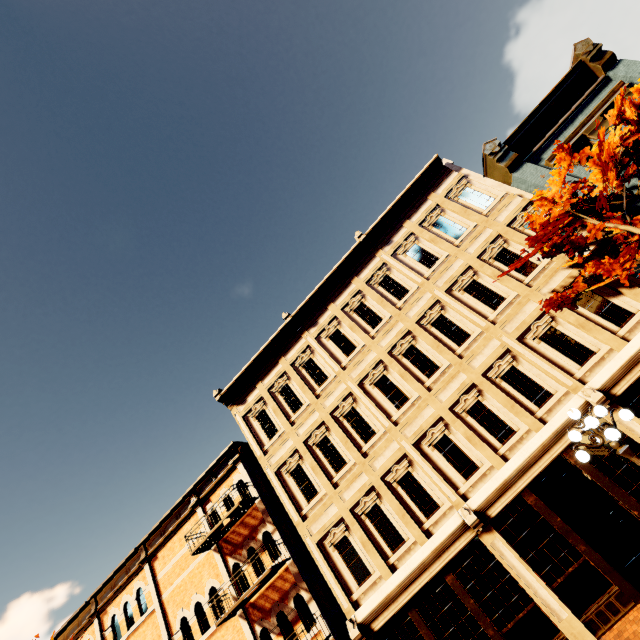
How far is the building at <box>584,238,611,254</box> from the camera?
10.5 meters

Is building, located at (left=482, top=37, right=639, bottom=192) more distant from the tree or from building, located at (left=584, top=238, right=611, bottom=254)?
the tree

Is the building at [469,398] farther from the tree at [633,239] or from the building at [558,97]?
the tree at [633,239]

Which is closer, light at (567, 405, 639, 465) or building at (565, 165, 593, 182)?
light at (567, 405, 639, 465)

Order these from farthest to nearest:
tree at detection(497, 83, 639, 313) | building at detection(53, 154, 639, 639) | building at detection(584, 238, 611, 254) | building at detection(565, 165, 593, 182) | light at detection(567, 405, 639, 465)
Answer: building at detection(565, 165, 593, 182), building at detection(584, 238, 611, 254), building at detection(53, 154, 639, 639), tree at detection(497, 83, 639, 313), light at detection(567, 405, 639, 465)

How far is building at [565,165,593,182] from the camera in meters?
11.2

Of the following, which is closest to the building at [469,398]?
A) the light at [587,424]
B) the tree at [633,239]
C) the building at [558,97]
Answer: the building at [558,97]

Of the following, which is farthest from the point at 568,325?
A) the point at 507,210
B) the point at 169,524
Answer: the point at 169,524
